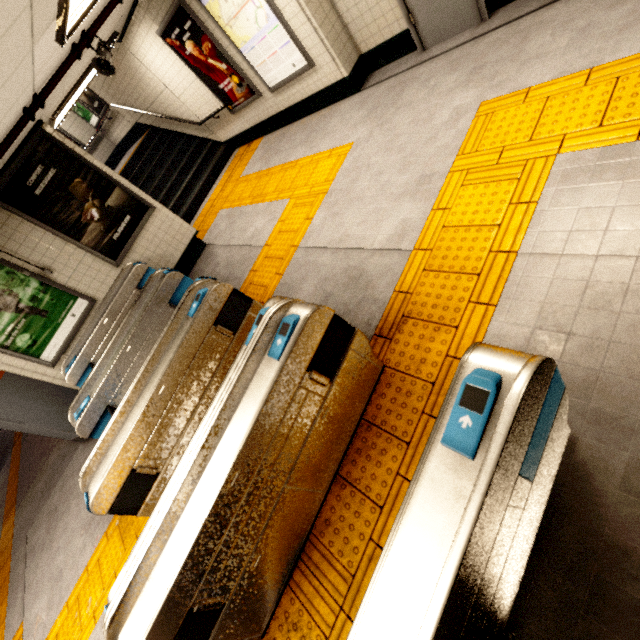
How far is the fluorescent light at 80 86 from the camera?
5.4m

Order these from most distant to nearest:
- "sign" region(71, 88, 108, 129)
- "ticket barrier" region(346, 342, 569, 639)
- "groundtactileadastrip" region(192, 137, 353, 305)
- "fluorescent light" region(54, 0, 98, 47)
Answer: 1. "sign" region(71, 88, 108, 129)
2. "groundtactileadastrip" region(192, 137, 353, 305)
3. "fluorescent light" region(54, 0, 98, 47)
4. "ticket barrier" region(346, 342, 569, 639)

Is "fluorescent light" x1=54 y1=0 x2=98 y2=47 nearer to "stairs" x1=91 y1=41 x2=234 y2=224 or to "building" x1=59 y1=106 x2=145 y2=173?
"stairs" x1=91 y1=41 x2=234 y2=224

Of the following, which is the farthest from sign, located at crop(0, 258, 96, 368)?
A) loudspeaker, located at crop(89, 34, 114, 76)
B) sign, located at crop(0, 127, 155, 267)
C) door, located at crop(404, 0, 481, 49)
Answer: door, located at crop(404, 0, 481, 49)

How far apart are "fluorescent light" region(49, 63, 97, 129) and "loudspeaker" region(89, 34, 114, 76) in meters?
1.1 m

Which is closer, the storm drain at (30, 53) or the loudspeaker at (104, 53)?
the storm drain at (30, 53)

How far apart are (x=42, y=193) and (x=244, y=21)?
4.1m

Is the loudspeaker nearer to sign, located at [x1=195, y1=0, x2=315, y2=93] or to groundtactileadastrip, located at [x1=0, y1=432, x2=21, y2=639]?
sign, located at [x1=195, y1=0, x2=315, y2=93]
